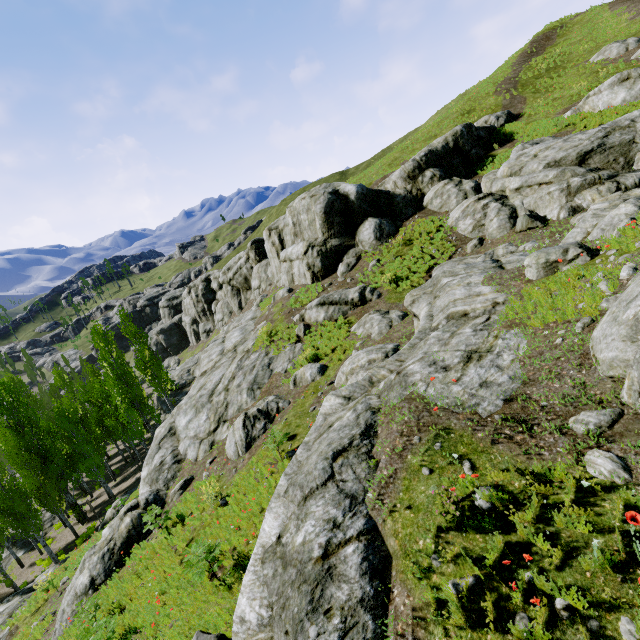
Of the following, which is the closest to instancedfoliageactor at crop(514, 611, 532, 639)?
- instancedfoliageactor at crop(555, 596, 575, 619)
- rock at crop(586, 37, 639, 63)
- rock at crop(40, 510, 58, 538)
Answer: rock at crop(40, 510, 58, 538)

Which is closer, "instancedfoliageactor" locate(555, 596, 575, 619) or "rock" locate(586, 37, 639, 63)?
"instancedfoliageactor" locate(555, 596, 575, 619)

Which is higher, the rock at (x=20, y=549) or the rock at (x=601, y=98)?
the rock at (x=601, y=98)

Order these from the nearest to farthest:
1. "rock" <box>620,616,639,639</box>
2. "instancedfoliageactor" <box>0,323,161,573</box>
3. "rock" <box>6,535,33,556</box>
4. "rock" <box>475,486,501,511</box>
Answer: "rock" <box>620,616,639,639</box>
"rock" <box>475,486,501,511</box>
"instancedfoliageactor" <box>0,323,161,573</box>
"rock" <box>6,535,33,556</box>

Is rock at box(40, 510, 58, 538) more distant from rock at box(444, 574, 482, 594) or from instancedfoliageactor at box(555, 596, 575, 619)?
instancedfoliageactor at box(555, 596, 575, 619)

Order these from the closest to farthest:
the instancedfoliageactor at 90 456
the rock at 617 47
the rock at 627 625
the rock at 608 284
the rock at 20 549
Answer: the rock at 627 625 < the rock at 608 284 < the instancedfoliageactor at 90 456 < the rock at 617 47 < the rock at 20 549

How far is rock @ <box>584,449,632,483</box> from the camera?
3.9 meters

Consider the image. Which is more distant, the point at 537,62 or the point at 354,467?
the point at 537,62
